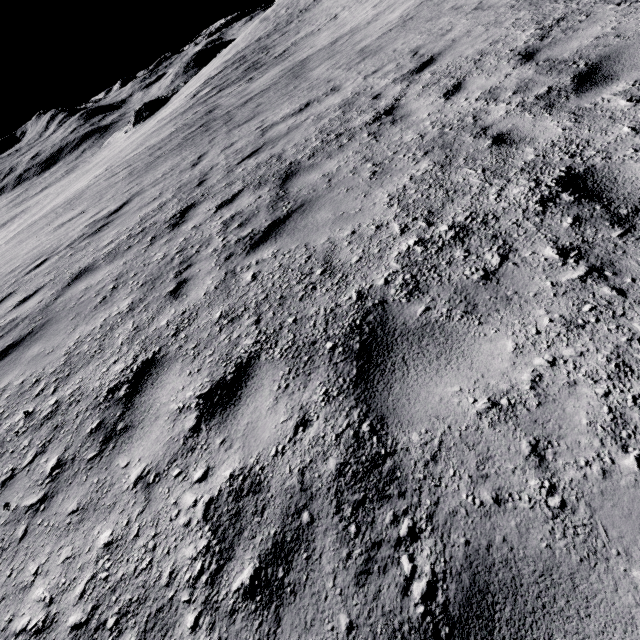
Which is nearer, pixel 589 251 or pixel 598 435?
pixel 598 435
